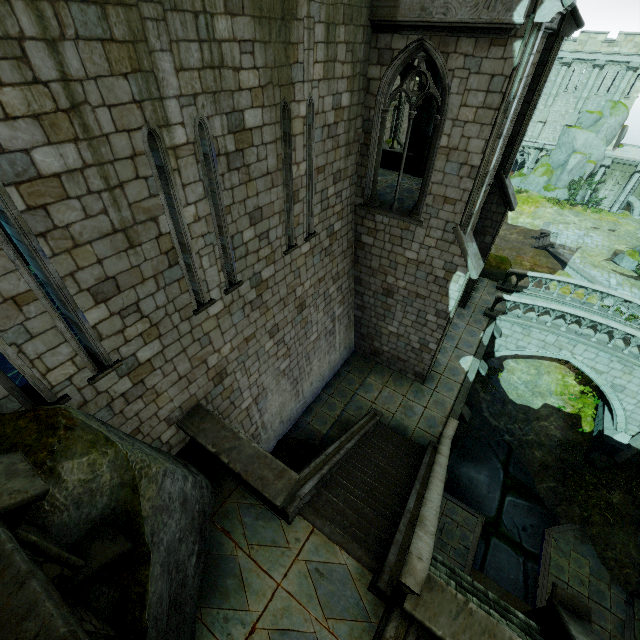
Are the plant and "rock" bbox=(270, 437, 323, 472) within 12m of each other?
no

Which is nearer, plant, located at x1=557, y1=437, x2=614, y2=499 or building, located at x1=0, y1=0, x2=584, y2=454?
building, located at x1=0, y1=0, x2=584, y2=454

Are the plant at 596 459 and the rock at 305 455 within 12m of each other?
no

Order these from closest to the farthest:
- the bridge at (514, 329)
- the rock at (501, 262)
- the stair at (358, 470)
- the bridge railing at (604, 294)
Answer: the stair at (358, 470)
the bridge at (514, 329)
the bridge railing at (604, 294)
the rock at (501, 262)

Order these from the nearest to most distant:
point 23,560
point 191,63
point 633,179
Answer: point 23,560
point 191,63
point 633,179

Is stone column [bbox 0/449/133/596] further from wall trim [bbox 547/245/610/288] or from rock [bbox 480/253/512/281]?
wall trim [bbox 547/245/610/288]

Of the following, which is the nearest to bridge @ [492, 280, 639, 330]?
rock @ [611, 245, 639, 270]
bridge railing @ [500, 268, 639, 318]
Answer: bridge railing @ [500, 268, 639, 318]

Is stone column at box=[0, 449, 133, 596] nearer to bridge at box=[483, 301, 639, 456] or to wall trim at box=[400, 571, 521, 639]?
wall trim at box=[400, 571, 521, 639]
